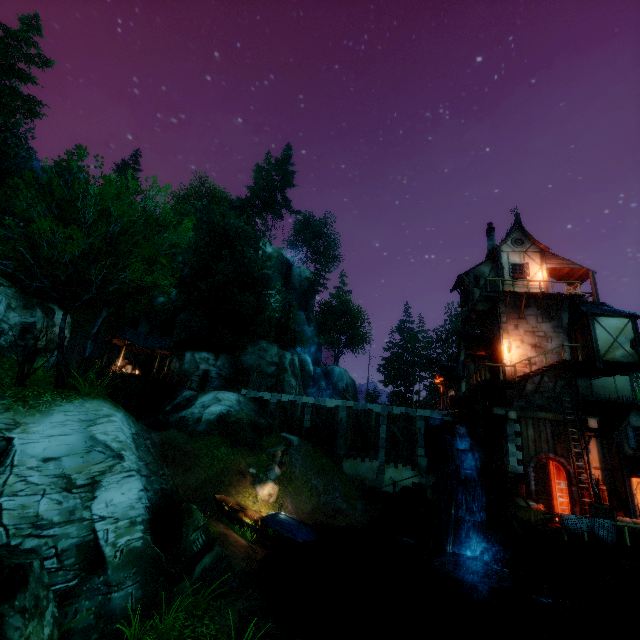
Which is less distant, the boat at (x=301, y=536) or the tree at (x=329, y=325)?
the boat at (x=301, y=536)

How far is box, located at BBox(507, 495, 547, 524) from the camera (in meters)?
15.96

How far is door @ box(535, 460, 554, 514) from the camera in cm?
1698

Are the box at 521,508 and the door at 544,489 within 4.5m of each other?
yes

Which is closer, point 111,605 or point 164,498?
point 111,605

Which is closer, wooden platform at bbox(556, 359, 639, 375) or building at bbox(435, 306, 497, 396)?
wooden platform at bbox(556, 359, 639, 375)

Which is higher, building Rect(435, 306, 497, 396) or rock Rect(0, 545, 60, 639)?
building Rect(435, 306, 497, 396)

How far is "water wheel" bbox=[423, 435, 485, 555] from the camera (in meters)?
16.94
